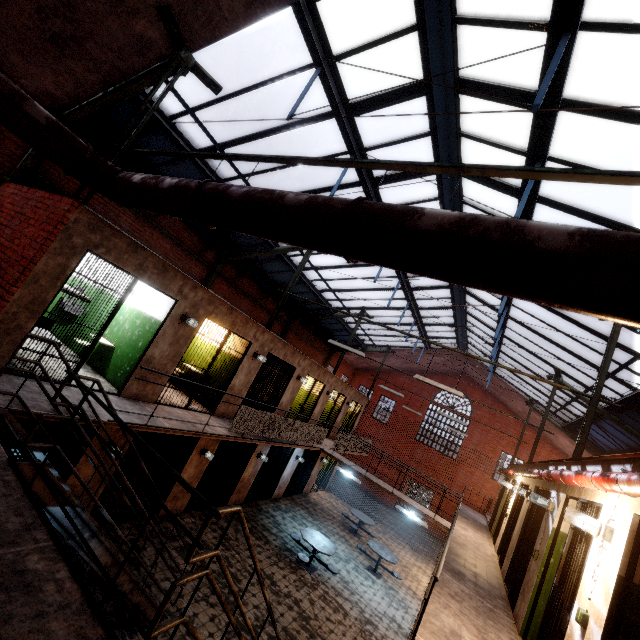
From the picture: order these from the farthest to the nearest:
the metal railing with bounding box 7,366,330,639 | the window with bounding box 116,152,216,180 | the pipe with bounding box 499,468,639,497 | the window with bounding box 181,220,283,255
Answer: the window with bounding box 181,220,283,255
the window with bounding box 116,152,216,180
the pipe with bounding box 499,468,639,497
the metal railing with bounding box 7,366,330,639

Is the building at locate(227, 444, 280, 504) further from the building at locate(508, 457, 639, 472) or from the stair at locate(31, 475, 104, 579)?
the building at locate(508, 457, 639, 472)

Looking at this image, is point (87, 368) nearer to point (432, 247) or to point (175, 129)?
point (175, 129)

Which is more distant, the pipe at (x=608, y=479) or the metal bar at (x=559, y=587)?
the metal bar at (x=559, y=587)

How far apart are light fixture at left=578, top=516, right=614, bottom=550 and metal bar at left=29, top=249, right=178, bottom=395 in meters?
7.8

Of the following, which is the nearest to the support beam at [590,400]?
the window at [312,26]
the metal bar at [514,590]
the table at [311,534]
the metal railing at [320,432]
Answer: the window at [312,26]

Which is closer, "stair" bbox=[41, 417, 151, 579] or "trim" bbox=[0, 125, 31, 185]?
"stair" bbox=[41, 417, 151, 579]

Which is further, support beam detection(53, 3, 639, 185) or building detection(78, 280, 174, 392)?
building detection(78, 280, 174, 392)
